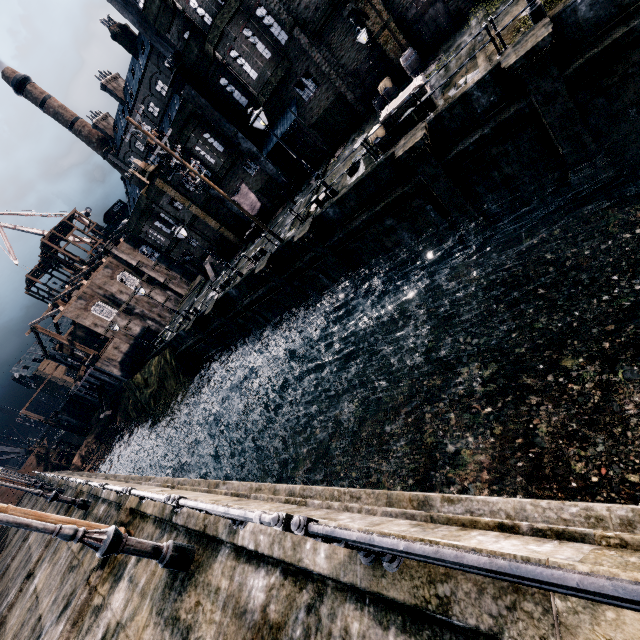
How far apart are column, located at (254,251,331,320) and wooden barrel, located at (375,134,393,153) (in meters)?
9.59

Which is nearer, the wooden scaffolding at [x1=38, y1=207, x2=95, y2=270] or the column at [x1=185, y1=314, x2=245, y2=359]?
the column at [x1=185, y1=314, x2=245, y2=359]

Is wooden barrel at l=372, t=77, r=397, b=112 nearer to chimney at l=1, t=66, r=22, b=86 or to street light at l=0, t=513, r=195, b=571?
street light at l=0, t=513, r=195, b=571

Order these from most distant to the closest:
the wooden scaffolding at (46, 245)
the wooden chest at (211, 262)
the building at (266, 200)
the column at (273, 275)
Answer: the wooden scaffolding at (46, 245) < the wooden chest at (211, 262) < the building at (266, 200) < the column at (273, 275)

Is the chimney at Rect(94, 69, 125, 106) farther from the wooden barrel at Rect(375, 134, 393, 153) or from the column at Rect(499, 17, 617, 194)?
the column at Rect(499, 17, 617, 194)

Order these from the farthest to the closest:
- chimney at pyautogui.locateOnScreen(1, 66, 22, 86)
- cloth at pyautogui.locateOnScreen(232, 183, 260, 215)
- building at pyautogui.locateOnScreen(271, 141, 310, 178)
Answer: chimney at pyautogui.locateOnScreen(1, 66, 22, 86) < cloth at pyautogui.locateOnScreen(232, 183, 260, 215) < building at pyautogui.locateOnScreen(271, 141, 310, 178)

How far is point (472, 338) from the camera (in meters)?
14.11

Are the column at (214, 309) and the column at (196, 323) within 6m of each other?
yes
